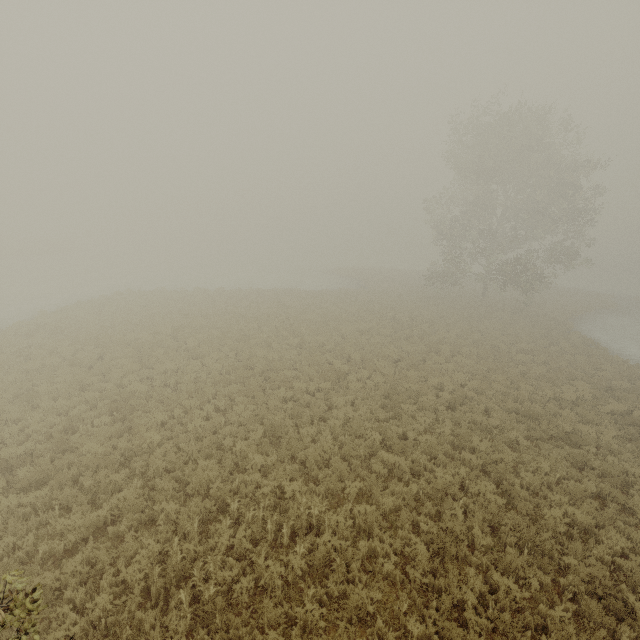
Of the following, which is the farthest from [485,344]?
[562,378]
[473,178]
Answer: [473,178]
